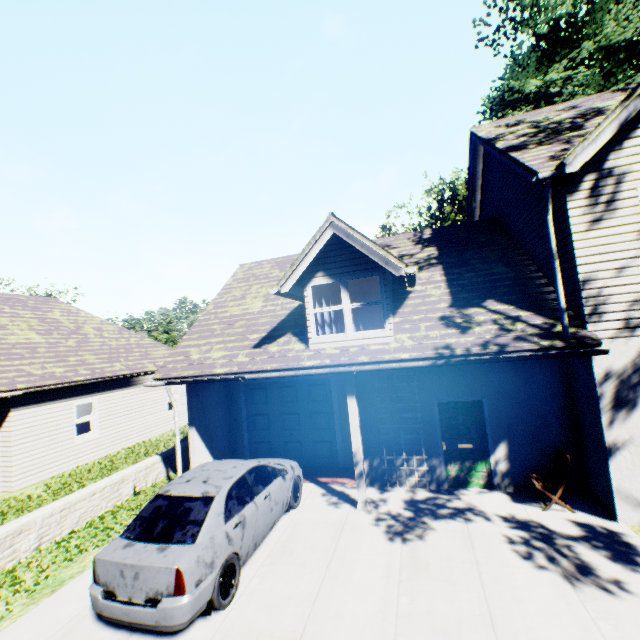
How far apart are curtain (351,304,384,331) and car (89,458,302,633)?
3.27m

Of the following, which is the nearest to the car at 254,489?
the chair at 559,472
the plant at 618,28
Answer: the chair at 559,472

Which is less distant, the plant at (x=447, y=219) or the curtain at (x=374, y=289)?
the curtain at (x=374, y=289)

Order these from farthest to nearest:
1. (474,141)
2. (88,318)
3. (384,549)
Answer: (88,318)
(474,141)
(384,549)

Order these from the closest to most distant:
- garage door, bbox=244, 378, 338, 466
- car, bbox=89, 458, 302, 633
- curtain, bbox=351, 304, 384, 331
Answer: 1. car, bbox=89, 458, 302, 633
2. curtain, bbox=351, 304, 384, 331
3. garage door, bbox=244, 378, 338, 466

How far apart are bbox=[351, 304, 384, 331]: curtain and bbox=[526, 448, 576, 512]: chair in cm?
457

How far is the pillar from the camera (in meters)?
7.49
